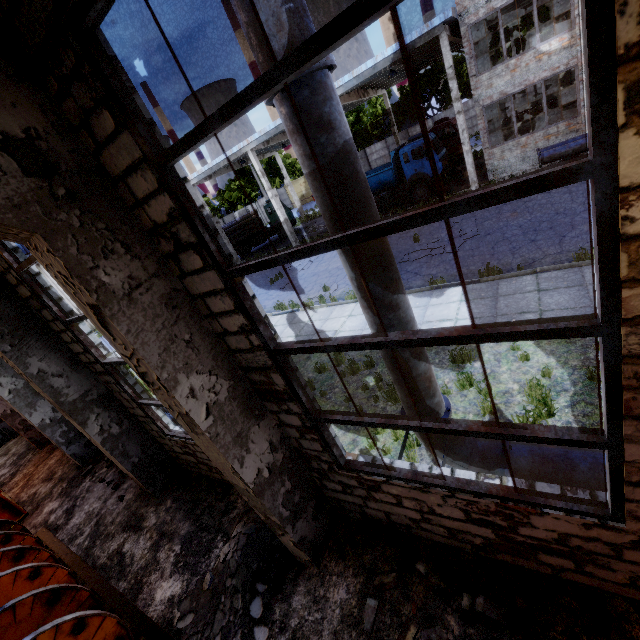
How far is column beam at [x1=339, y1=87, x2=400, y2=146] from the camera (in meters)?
21.66

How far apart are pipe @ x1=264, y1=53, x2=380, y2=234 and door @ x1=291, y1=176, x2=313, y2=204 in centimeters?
4969cm

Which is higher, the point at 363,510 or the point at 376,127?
the point at 376,127

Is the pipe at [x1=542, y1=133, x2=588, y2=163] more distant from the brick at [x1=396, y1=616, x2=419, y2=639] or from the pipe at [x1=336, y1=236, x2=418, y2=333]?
the brick at [x1=396, y1=616, x2=419, y2=639]

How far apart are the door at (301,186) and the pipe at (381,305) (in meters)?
49.69

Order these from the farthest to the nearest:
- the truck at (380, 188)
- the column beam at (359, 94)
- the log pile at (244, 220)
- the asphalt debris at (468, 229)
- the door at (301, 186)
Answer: A: the door at (301, 186) < the log pile at (244, 220) < the column beam at (359, 94) < the truck at (380, 188) < the asphalt debris at (468, 229)

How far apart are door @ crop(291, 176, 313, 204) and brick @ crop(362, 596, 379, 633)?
51.7m
